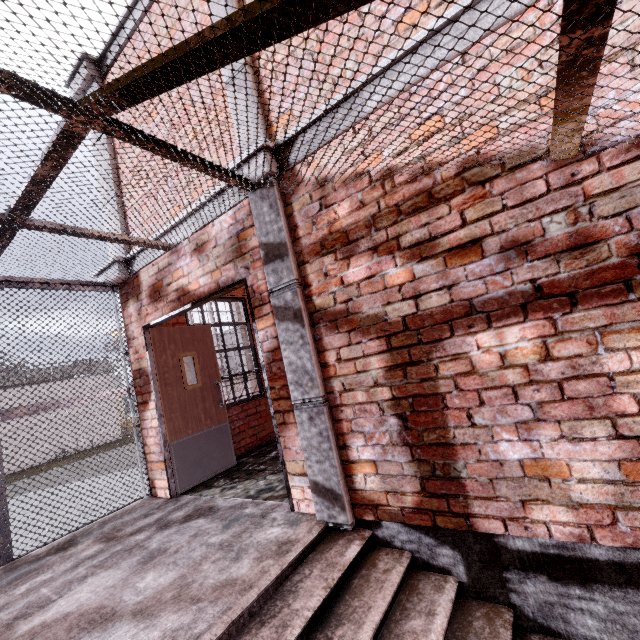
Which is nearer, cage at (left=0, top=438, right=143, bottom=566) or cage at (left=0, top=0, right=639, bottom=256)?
cage at (left=0, top=0, right=639, bottom=256)

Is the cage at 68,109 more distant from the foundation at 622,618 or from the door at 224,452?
the door at 224,452

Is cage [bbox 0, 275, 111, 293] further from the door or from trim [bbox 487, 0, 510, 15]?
the door

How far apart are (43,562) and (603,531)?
4.5 meters

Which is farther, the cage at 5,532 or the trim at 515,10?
the cage at 5,532

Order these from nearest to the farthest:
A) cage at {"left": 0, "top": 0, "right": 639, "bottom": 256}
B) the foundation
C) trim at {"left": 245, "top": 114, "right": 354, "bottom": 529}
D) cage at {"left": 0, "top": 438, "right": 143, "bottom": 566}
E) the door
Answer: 1. cage at {"left": 0, "top": 0, "right": 639, "bottom": 256}
2. the foundation
3. trim at {"left": 245, "top": 114, "right": 354, "bottom": 529}
4. cage at {"left": 0, "top": 438, "right": 143, "bottom": 566}
5. the door

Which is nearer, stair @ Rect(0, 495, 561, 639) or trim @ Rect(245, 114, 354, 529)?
stair @ Rect(0, 495, 561, 639)

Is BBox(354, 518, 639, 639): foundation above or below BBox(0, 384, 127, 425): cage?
below
